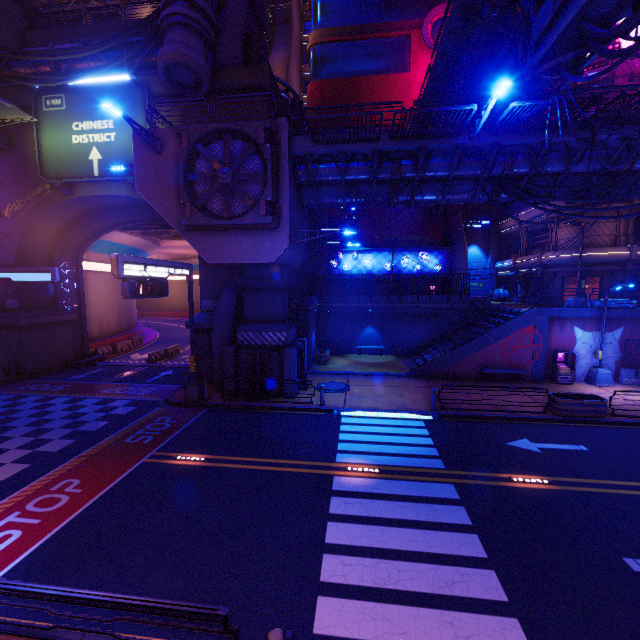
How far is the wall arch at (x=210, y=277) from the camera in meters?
20.1

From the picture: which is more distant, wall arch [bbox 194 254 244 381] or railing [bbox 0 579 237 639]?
wall arch [bbox 194 254 244 381]

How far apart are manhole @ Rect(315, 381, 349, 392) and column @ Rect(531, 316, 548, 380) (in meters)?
11.70

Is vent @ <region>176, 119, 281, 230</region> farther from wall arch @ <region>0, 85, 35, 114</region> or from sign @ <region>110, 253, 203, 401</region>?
wall arch @ <region>0, 85, 35, 114</region>

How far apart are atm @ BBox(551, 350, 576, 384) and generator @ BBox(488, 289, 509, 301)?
16.7 meters

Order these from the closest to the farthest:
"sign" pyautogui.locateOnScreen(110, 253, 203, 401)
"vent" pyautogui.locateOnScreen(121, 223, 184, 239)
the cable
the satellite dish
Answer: the cable < "sign" pyautogui.locateOnScreen(110, 253, 203, 401) < "vent" pyautogui.locateOnScreen(121, 223, 184, 239) < the satellite dish

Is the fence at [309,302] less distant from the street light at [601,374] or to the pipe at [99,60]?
the pipe at [99,60]

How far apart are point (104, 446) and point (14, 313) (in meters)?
16.66
